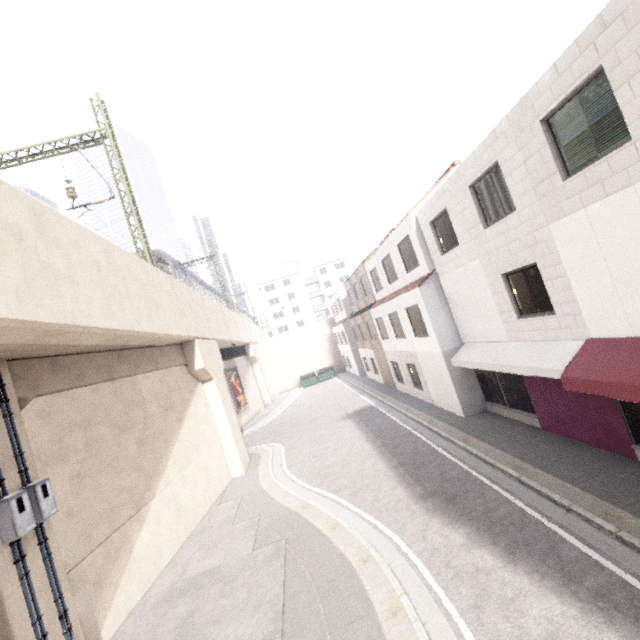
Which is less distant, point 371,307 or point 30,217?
point 30,217

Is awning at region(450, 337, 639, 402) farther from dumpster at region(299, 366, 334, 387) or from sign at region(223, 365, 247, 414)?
dumpster at region(299, 366, 334, 387)

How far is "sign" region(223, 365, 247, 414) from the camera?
27.1 meters

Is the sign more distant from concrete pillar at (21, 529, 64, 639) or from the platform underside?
concrete pillar at (21, 529, 64, 639)

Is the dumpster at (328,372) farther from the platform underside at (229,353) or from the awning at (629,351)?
the awning at (629,351)

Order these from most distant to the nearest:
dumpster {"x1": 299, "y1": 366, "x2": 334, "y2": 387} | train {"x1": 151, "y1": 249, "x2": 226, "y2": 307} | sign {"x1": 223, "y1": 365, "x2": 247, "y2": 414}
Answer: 1. dumpster {"x1": 299, "y1": 366, "x2": 334, "y2": 387}
2. sign {"x1": 223, "y1": 365, "x2": 247, "y2": 414}
3. train {"x1": 151, "y1": 249, "x2": 226, "y2": 307}

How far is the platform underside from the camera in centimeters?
2794cm

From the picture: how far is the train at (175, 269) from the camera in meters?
18.6 m
